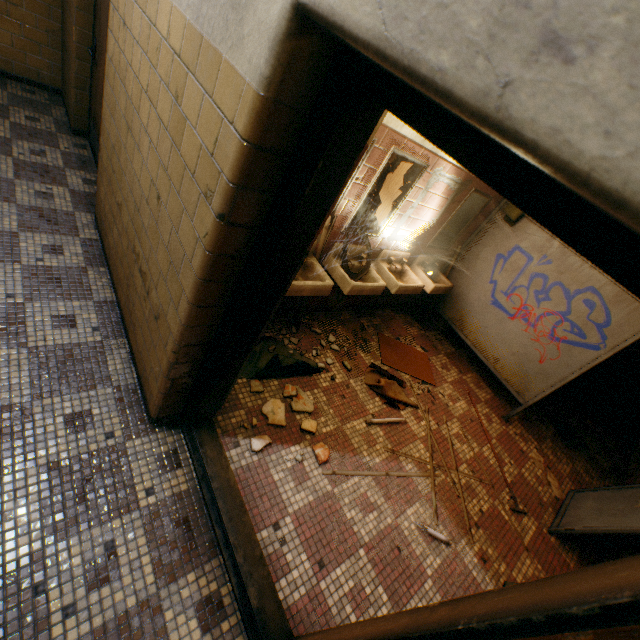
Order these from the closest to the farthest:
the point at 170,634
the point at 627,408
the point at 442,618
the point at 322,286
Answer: the point at 442,618
the point at 170,634
the point at 322,286
the point at 627,408

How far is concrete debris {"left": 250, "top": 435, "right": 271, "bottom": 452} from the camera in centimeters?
228cm

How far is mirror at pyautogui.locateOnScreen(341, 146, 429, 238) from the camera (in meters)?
2.64

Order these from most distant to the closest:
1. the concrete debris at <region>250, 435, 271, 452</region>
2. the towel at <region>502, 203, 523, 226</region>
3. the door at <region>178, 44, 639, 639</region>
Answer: the towel at <region>502, 203, 523, 226</region> < the concrete debris at <region>250, 435, 271, 452</region> < the door at <region>178, 44, 639, 639</region>

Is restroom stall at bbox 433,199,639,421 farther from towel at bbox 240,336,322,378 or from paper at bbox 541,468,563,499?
towel at bbox 240,336,322,378

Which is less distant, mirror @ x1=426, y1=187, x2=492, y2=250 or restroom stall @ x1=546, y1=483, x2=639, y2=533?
restroom stall @ x1=546, y1=483, x2=639, y2=533

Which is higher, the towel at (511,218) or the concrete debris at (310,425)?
the towel at (511,218)

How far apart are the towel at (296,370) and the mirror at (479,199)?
2.07m
